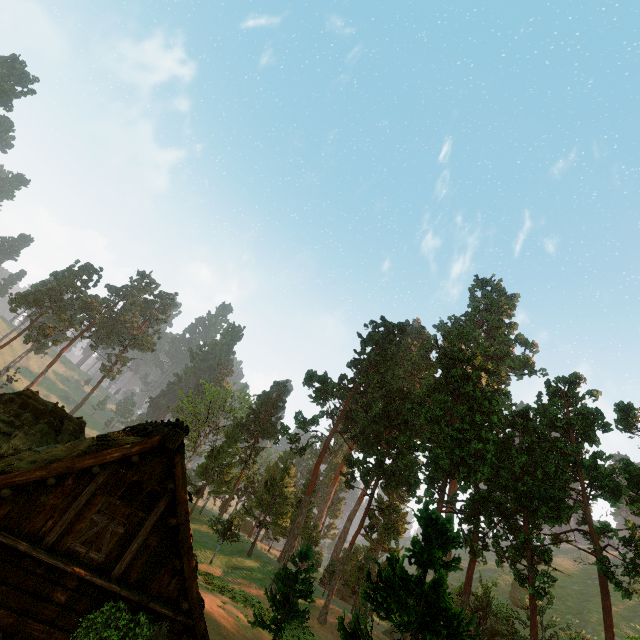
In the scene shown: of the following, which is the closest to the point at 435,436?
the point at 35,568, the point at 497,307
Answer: the point at 35,568

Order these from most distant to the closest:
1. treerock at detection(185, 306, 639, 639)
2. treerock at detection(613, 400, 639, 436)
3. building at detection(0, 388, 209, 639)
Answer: treerock at detection(613, 400, 639, 436)
treerock at detection(185, 306, 639, 639)
building at detection(0, 388, 209, 639)

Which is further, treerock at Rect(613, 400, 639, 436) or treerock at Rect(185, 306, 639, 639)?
treerock at Rect(613, 400, 639, 436)

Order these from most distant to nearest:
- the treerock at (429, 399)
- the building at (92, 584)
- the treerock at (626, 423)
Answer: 1. the treerock at (626, 423)
2. the treerock at (429, 399)
3. the building at (92, 584)

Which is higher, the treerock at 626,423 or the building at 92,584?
the treerock at 626,423

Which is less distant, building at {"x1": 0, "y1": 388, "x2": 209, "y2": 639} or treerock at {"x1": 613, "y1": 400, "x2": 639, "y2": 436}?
building at {"x1": 0, "y1": 388, "x2": 209, "y2": 639}

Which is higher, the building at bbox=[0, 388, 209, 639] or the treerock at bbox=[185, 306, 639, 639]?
the treerock at bbox=[185, 306, 639, 639]
